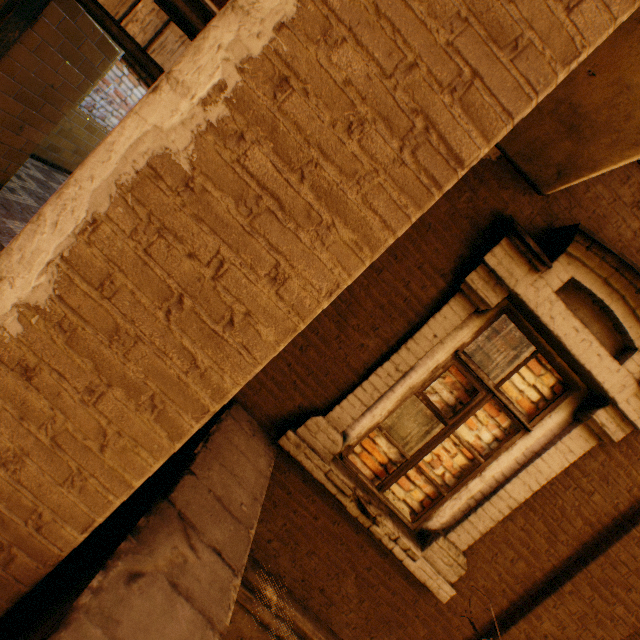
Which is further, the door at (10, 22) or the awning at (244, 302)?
the door at (10, 22)

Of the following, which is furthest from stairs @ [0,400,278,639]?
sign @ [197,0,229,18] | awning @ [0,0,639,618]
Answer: sign @ [197,0,229,18]

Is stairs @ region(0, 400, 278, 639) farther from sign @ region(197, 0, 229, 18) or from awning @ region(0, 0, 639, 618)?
sign @ region(197, 0, 229, 18)

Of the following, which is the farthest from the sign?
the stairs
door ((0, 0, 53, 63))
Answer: the stairs

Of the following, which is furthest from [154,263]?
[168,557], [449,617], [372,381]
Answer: [449,617]

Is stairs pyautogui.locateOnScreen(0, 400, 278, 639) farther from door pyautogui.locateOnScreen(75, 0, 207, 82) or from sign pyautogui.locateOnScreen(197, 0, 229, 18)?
sign pyautogui.locateOnScreen(197, 0, 229, 18)

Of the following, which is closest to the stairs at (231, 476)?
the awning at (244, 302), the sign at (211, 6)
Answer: Result: the awning at (244, 302)
